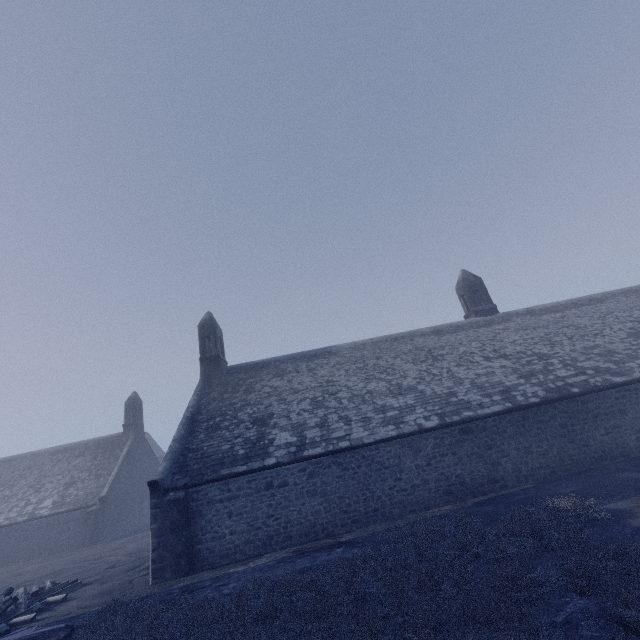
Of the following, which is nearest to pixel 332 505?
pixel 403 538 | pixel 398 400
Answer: A: pixel 403 538
